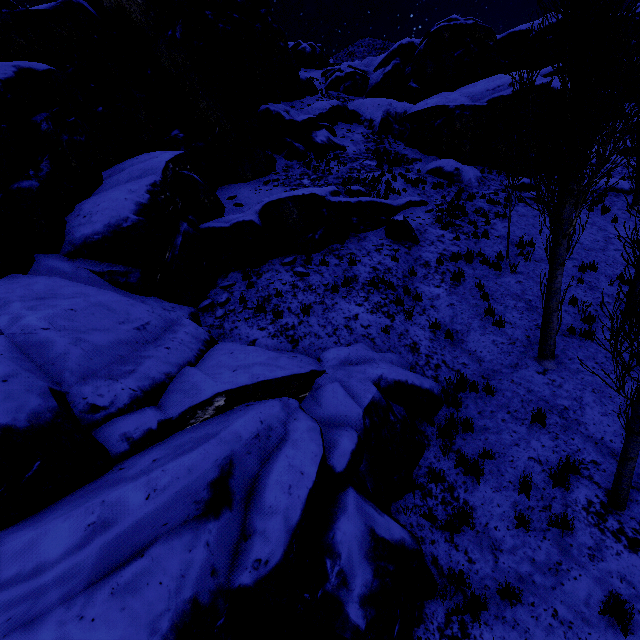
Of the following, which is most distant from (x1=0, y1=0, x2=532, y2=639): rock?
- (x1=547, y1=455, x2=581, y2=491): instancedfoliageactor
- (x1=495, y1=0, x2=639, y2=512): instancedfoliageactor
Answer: (x1=547, y1=455, x2=581, y2=491): instancedfoliageactor

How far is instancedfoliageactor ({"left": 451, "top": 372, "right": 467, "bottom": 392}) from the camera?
7.4m

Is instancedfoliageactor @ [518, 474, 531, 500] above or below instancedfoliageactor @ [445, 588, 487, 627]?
above

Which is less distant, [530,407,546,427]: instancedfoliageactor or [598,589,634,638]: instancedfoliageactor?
[598,589,634,638]: instancedfoliageactor

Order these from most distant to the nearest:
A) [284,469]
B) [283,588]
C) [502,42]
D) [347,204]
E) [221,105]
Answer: [502,42]
[221,105]
[347,204]
[284,469]
[283,588]

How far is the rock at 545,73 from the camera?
19.16m

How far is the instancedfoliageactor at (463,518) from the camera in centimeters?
514cm
